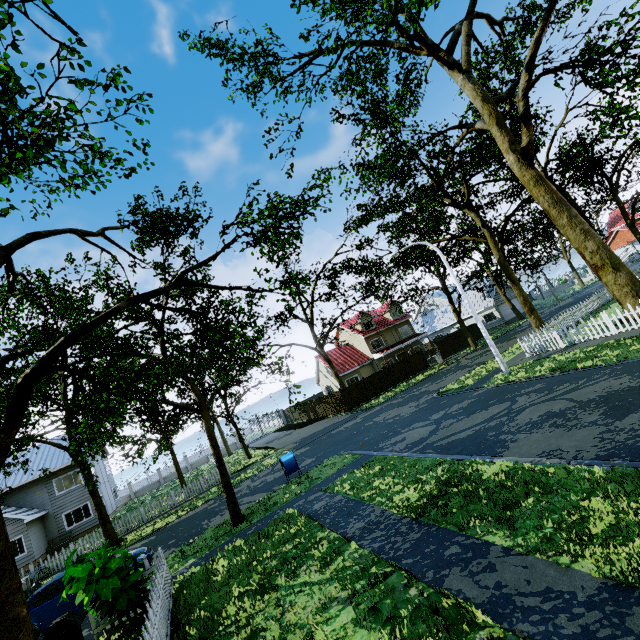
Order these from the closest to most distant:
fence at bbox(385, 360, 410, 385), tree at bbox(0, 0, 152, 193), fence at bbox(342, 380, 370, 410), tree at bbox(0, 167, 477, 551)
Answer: tree at bbox(0, 0, 152, 193) < tree at bbox(0, 167, 477, 551) < fence at bbox(342, 380, 370, 410) < fence at bbox(385, 360, 410, 385)

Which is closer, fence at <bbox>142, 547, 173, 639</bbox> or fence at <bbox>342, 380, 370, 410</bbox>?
fence at <bbox>142, 547, 173, 639</bbox>

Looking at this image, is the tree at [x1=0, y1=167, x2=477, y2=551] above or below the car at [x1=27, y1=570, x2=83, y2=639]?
above

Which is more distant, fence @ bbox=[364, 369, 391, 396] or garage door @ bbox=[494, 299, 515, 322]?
garage door @ bbox=[494, 299, 515, 322]

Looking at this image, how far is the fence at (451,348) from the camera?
37.38m

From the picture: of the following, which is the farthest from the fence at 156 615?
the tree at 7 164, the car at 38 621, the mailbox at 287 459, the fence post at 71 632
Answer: the mailbox at 287 459

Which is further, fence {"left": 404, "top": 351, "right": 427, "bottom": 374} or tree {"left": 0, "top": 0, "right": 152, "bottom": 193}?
fence {"left": 404, "top": 351, "right": 427, "bottom": 374}

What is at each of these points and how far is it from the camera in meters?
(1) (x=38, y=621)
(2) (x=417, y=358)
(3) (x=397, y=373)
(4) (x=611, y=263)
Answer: (1) car, 10.3
(2) fence, 35.6
(3) fence, 33.9
(4) tree, 15.0
